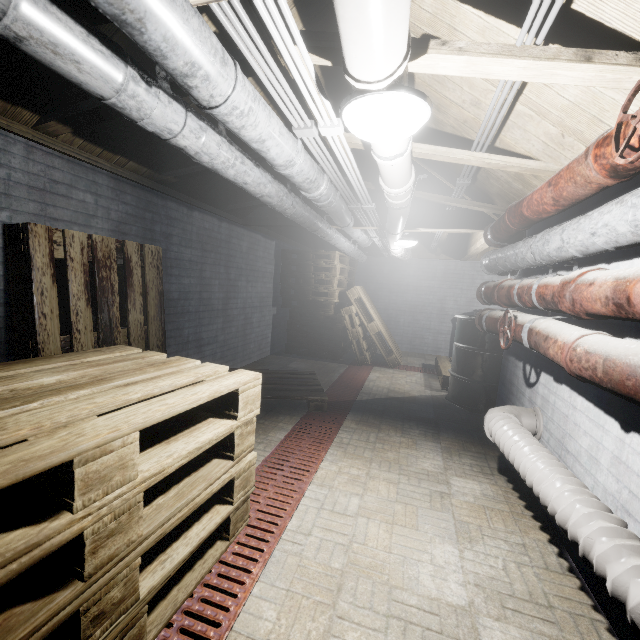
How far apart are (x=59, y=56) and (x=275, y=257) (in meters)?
4.54

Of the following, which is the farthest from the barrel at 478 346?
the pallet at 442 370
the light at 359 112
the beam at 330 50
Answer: the light at 359 112

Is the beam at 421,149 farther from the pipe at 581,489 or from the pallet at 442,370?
the pallet at 442,370

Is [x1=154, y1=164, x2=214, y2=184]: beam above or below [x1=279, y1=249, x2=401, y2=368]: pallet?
above

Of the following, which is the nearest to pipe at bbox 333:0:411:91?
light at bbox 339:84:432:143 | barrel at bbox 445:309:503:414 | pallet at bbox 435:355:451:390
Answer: light at bbox 339:84:432:143

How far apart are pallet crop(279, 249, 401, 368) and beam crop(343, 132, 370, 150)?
0.8 meters

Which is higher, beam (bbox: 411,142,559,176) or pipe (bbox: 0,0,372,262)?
beam (bbox: 411,142,559,176)

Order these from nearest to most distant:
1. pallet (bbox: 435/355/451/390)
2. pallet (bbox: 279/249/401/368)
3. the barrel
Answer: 1. the barrel
2. pallet (bbox: 435/355/451/390)
3. pallet (bbox: 279/249/401/368)
